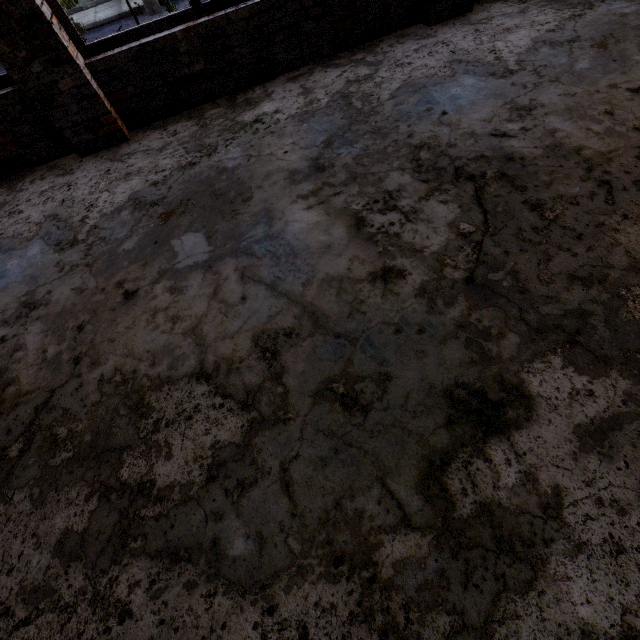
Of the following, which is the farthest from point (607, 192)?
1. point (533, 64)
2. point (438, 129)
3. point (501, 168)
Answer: point (533, 64)
